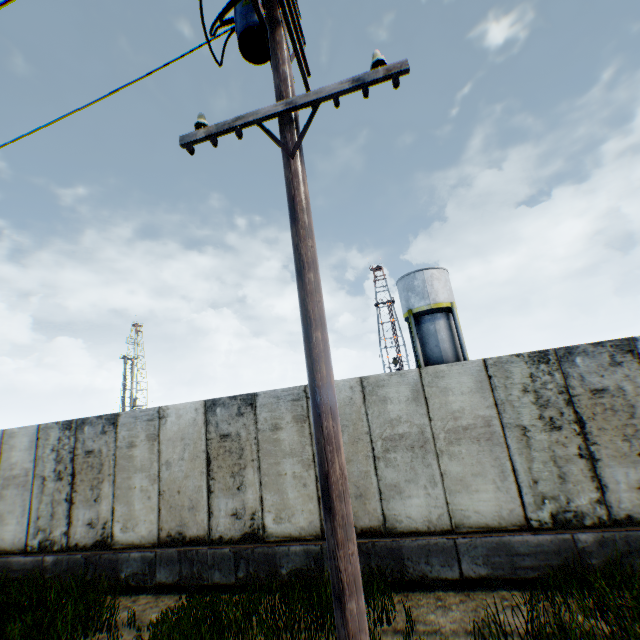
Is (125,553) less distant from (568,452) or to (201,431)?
(201,431)

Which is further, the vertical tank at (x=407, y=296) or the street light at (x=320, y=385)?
the vertical tank at (x=407, y=296)

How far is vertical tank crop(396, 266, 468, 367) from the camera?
23.4 meters

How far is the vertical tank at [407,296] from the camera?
23.41m

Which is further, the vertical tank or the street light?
the vertical tank
